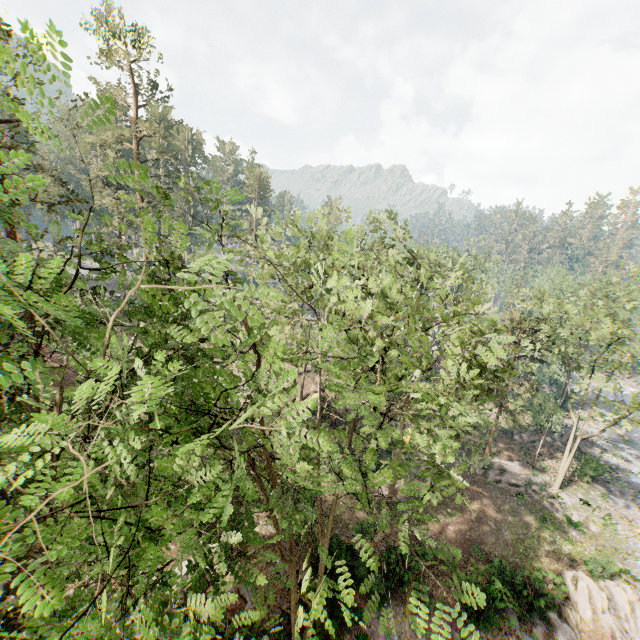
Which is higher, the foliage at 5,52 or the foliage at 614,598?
the foliage at 5,52

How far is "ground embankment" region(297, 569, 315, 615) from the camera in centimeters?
1557cm

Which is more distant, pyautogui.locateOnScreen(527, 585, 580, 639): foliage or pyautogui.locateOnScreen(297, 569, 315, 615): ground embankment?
pyautogui.locateOnScreen(527, 585, 580, 639): foliage

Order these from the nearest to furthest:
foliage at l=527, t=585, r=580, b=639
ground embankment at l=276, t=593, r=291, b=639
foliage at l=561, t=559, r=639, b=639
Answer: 1. ground embankment at l=276, t=593, r=291, b=639
2. foliage at l=527, t=585, r=580, b=639
3. foliage at l=561, t=559, r=639, b=639

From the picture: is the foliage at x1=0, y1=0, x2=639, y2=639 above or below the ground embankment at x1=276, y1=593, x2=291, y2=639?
above

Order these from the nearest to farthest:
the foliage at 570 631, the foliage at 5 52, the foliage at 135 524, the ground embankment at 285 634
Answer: the foliage at 5 52 → the foliage at 135 524 → the ground embankment at 285 634 → the foliage at 570 631

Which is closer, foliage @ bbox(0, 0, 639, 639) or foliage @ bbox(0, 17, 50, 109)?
foliage @ bbox(0, 17, 50, 109)

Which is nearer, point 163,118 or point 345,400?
point 345,400
